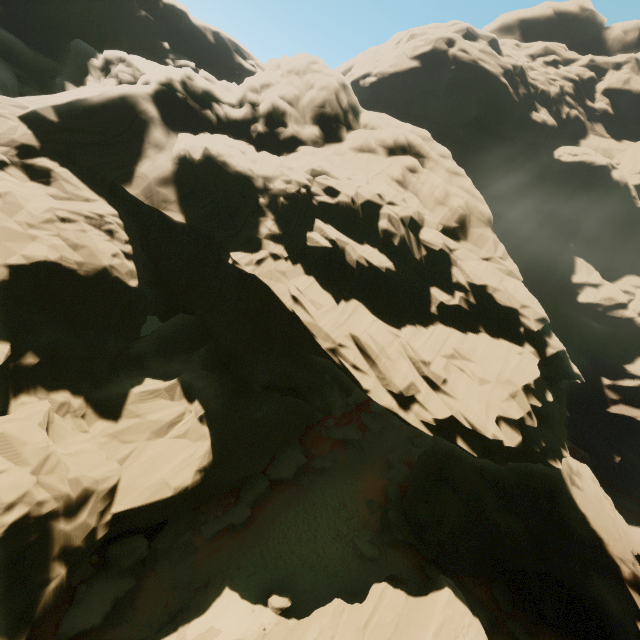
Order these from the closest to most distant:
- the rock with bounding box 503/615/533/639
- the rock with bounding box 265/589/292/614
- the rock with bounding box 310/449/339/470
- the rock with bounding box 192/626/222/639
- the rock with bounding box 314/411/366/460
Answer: the rock with bounding box 192/626/222/639 < the rock with bounding box 265/589/292/614 < the rock with bounding box 503/615/533/639 < the rock with bounding box 310/449/339/470 < the rock with bounding box 314/411/366/460

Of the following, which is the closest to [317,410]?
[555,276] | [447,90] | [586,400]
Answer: [586,400]

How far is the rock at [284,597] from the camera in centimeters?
1609cm

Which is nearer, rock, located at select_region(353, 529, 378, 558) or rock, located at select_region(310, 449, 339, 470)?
rock, located at select_region(353, 529, 378, 558)

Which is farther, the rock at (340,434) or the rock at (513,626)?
the rock at (340,434)

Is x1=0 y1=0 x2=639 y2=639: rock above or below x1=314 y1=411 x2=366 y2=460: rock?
above
